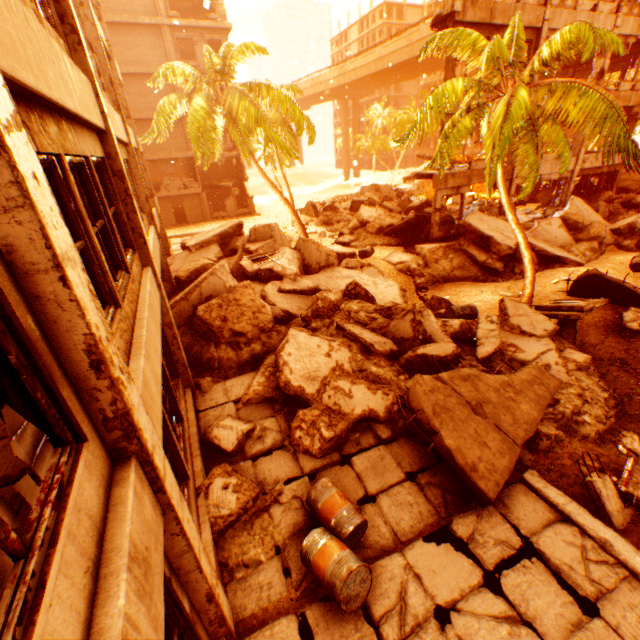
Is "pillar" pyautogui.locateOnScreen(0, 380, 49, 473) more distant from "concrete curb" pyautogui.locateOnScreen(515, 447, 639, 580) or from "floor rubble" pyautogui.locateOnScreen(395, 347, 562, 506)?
"concrete curb" pyautogui.locateOnScreen(515, 447, 639, 580)

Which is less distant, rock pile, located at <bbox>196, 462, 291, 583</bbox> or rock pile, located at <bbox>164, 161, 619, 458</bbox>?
rock pile, located at <bbox>196, 462, 291, 583</bbox>

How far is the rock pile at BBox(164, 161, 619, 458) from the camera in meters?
7.0 m

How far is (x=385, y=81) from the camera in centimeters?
5994cm

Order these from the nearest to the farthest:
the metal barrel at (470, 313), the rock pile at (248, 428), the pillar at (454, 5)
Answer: the rock pile at (248, 428) < the metal barrel at (470, 313) < the pillar at (454, 5)

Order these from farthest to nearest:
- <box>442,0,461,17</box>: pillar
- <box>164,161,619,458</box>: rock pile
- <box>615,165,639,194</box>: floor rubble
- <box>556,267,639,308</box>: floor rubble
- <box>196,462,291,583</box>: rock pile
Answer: <box>615,165,639,194</box>: floor rubble → <box>442,0,461,17</box>: pillar → <box>556,267,639,308</box>: floor rubble → <box>164,161,619,458</box>: rock pile → <box>196,462,291,583</box>: rock pile

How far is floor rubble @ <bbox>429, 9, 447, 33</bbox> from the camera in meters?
12.7

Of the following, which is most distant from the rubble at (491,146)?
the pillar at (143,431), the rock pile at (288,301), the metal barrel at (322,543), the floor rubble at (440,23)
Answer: the metal barrel at (322,543)
